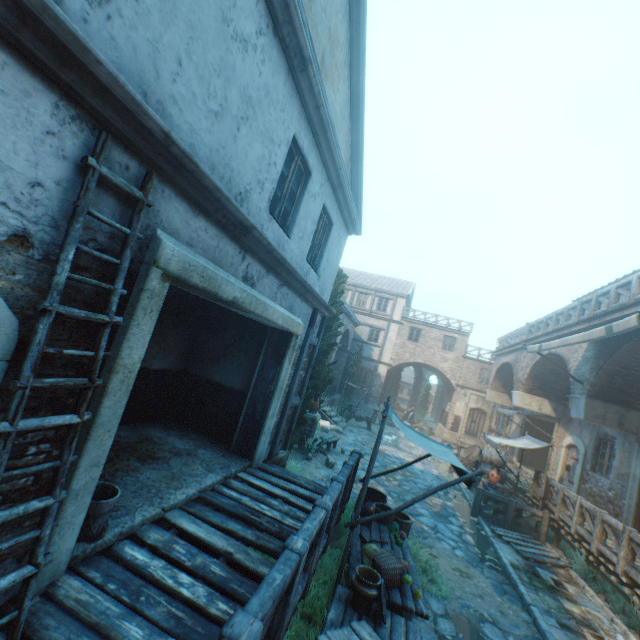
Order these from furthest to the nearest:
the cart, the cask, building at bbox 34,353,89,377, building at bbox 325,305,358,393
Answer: the cart, building at bbox 325,305,358,393, the cask, building at bbox 34,353,89,377

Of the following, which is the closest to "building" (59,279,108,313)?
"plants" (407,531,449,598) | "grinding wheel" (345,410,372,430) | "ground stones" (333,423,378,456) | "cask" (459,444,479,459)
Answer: "ground stones" (333,423,378,456)

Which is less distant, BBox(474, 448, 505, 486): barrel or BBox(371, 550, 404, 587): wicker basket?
BBox(371, 550, 404, 587): wicker basket

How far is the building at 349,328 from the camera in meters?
22.8 m

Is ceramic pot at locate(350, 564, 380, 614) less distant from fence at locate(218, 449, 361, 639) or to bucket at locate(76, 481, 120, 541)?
fence at locate(218, 449, 361, 639)

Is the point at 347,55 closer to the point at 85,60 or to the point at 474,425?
the point at 85,60

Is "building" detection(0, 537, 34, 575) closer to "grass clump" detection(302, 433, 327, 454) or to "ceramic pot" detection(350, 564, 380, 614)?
"ceramic pot" detection(350, 564, 380, 614)

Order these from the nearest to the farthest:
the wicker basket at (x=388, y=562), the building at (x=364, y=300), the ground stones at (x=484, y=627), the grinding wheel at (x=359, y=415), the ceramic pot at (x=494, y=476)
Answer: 1. the wicker basket at (x=388, y=562)
2. the ground stones at (x=484, y=627)
3. the ceramic pot at (x=494, y=476)
4. the grinding wheel at (x=359, y=415)
5. the building at (x=364, y=300)
